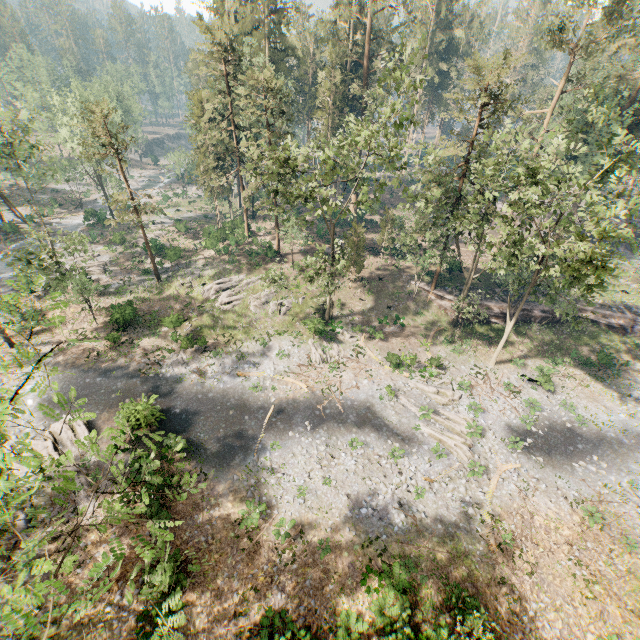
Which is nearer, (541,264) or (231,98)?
(541,264)

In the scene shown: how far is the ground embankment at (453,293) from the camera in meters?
35.7 m

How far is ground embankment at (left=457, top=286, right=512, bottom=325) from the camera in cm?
3506

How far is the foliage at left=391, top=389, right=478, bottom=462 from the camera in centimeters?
2328cm

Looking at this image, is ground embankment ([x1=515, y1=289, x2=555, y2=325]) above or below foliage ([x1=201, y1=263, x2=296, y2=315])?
above

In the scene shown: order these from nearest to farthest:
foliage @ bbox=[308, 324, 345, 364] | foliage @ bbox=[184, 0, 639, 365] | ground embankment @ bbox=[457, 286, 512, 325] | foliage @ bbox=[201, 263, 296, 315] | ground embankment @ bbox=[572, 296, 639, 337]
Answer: foliage @ bbox=[184, 0, 639, 365]
foliage @ bbox=[308, 324, 345, 364]
foliage @ bbox=[201, 263, 296, 315]
ground embankment @ bbox=[572, 296, 639, 337]
ground embankment @ bbox=[457, 286, 512, 325]

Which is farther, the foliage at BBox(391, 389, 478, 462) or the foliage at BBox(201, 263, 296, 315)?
the foliage at BBox(201, 263, 296, 315)
